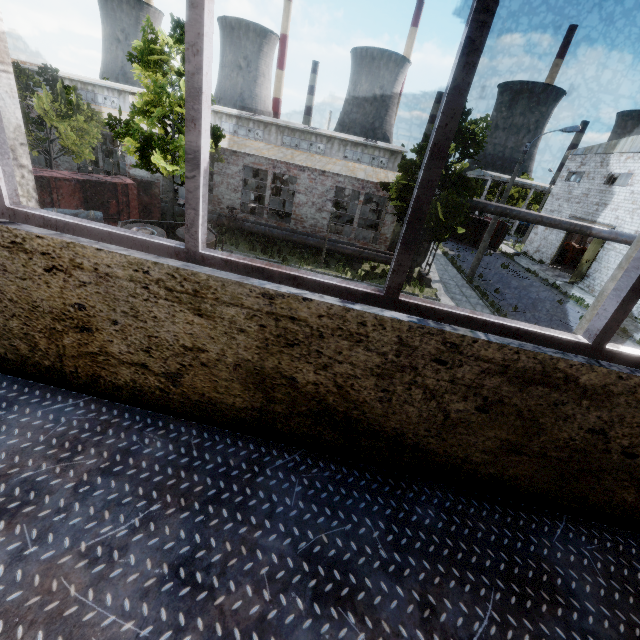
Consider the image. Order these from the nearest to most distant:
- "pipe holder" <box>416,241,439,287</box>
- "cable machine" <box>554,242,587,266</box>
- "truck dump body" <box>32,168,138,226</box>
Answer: "truck dump body" <box>32,168,138,226</box>
"pipe holder" <box>416,241,439,287</box>
"cable machine" <box>554,242,587,266</box>

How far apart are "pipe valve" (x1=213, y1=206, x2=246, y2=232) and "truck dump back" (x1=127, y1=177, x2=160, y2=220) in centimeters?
359cm

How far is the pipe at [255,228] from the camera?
19.6m

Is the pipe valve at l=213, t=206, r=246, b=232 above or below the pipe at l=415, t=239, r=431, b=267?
below

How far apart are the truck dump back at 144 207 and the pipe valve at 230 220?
3.59m

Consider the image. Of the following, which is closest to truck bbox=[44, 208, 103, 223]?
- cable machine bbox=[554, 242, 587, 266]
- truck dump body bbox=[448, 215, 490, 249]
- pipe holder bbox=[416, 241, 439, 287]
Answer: pipe holder bbox=[416, 241, 439, 287]

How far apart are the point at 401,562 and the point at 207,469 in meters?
1.0 m

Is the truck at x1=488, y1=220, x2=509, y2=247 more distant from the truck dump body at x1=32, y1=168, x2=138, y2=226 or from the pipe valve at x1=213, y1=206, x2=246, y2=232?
the truck dump body at x1=32, y1=168, x2=138, y2=226
